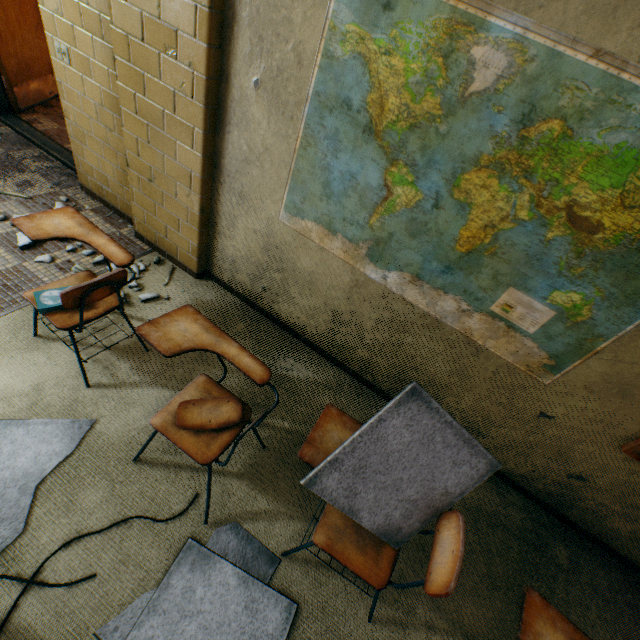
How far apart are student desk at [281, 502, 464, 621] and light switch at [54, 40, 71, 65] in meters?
3.5 m

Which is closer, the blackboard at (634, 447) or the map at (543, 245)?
the map at (543, 245)

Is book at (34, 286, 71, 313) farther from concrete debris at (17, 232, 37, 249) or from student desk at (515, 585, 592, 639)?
student desk at (515, 585, 592, 639)

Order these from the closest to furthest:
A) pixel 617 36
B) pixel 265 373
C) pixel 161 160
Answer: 1. pixel 617 36
2. pixel 265 373
3. pixel 161 160

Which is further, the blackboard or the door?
the door

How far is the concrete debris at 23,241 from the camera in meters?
2.5 m

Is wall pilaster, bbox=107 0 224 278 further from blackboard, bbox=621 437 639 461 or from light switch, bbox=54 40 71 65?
blackboard, bbox=621 437 639 461

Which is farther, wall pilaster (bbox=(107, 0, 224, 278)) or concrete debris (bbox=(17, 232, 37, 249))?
concrete debris (bbox=(17, 232, 37, 249))
